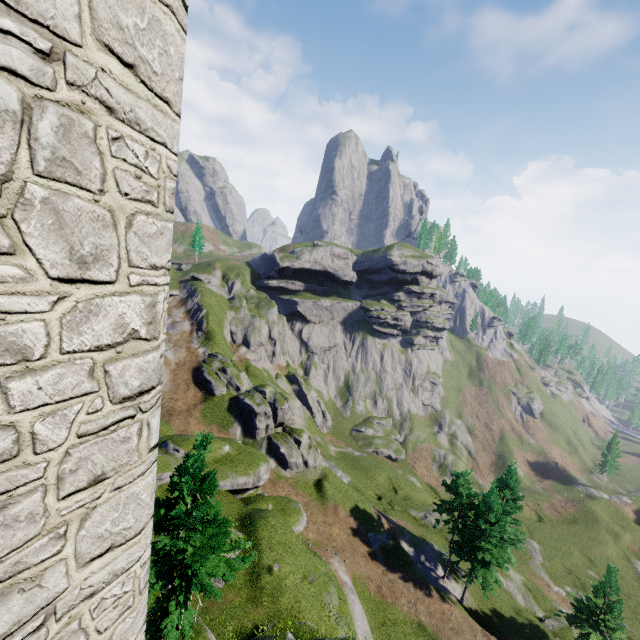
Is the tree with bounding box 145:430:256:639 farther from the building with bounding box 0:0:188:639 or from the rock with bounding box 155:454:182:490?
the rock with bounding box 155:454:182:490

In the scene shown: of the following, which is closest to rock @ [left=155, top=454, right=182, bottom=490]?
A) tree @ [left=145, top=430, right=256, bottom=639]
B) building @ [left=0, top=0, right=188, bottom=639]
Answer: tree @ [left=145, top=430, right=256, bottom=639]

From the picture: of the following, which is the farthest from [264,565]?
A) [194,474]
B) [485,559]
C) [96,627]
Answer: [485,559]

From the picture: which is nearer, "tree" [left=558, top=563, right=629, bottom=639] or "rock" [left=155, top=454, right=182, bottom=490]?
"rock" [left=155, top=454, right=182, bottom=490]

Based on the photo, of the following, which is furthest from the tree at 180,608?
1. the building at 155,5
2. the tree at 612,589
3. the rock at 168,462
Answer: the tree at 612,589

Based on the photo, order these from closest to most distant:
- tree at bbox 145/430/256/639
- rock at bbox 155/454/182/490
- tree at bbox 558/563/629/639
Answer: tree at bbox 145/430/256/639, rock at bbox 155/454/182/490, tree at bbox 558/563/629/639

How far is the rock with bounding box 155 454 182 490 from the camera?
23.88m

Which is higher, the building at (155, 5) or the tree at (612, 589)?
the building at (155, 5)
